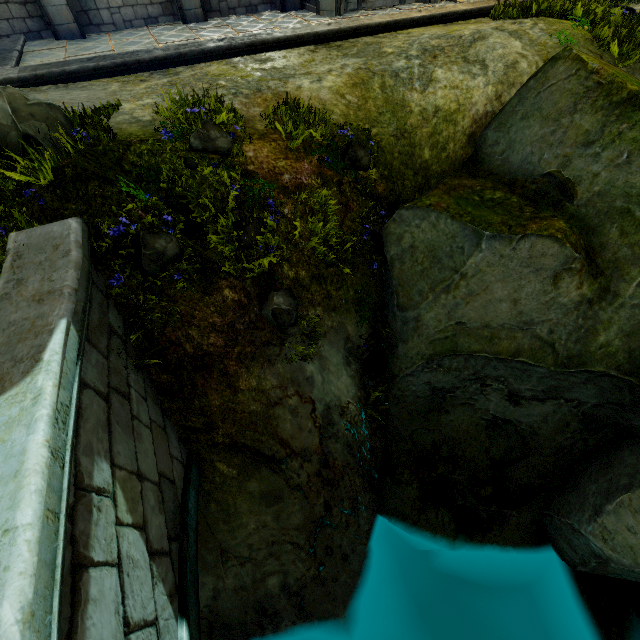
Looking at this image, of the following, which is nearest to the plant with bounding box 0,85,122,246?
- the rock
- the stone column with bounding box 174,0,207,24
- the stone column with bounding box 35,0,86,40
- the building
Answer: the rock

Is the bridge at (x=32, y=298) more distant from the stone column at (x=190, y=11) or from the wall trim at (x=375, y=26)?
the stone column at (x=190, y=11)

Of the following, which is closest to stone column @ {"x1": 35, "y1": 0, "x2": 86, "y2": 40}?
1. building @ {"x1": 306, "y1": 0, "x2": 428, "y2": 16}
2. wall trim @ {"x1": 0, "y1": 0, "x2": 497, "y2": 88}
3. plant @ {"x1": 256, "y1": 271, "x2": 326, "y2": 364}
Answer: wall trim @ {"x1": 0, "y1": 0, "x2": 497, "y2": 88}

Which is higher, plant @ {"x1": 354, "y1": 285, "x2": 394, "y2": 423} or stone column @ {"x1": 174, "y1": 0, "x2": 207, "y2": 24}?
stone column @ {"x1": 174, "y1": 0, "x2": 207, "y2": 24}

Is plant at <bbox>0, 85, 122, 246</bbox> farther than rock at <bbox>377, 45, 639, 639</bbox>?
No

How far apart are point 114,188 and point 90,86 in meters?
4.6

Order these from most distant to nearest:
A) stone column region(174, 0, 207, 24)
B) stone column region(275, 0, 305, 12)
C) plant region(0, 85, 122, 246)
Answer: stone column region(275, 0, 305, 12), stone column region(174, 0, 207, 24), plant region(0, 85, 122, 246)

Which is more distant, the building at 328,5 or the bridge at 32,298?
the building at 328,5
